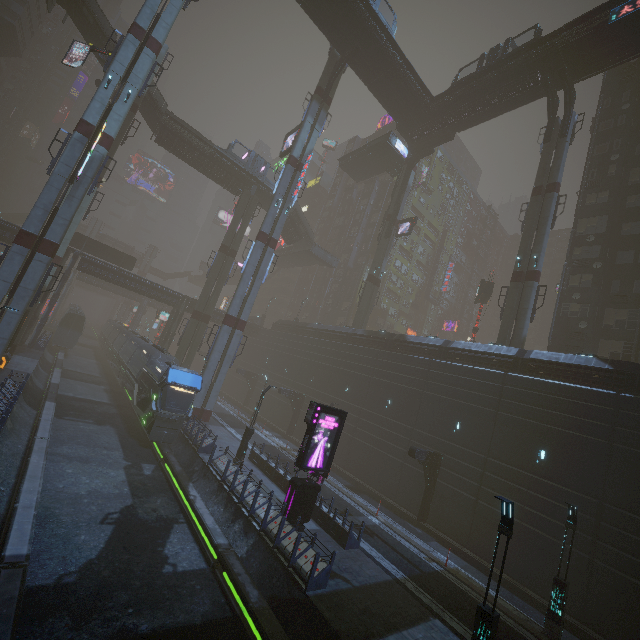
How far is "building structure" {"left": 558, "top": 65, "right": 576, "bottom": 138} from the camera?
29.5m

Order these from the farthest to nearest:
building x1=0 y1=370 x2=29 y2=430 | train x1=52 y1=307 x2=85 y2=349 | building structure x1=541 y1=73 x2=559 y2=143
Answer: train x1=52 y1=307 x2=85 y2=349 < building structure x1=541 y1=73 x2=559 y2=143 < building x1=0 y1=370 x2=29 y2=430

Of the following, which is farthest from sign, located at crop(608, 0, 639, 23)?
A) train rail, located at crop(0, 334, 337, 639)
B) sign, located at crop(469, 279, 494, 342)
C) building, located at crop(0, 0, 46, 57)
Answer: train rail, located at crop(0, 334, 337, 639)

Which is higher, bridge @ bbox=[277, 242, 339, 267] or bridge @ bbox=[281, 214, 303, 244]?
bridge @ bbox=[281, 214, 303, 244]

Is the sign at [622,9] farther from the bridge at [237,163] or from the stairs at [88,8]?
the stairs at [88,8]

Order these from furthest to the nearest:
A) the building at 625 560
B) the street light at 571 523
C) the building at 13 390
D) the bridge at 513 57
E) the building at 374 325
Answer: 1. the building at 374 325
2. the bridge at 513 57
3. the building at 625 560
4. the building at 13 390
5. the street light at 571 523

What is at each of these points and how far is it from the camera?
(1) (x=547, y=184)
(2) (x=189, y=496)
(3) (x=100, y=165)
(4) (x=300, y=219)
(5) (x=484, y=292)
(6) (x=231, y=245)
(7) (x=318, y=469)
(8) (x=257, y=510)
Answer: (1) sm, 30.12m
(2) train rail, 16.08m
(3) sm, 23.97m
(4) stairs, 48.62m
(5) sign, 36.97m
(6) sm, 41.66m
(7) sign, 16.09m
(8) building, 15.45m

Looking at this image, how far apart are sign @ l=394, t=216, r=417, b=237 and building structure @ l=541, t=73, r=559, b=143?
14.3m
